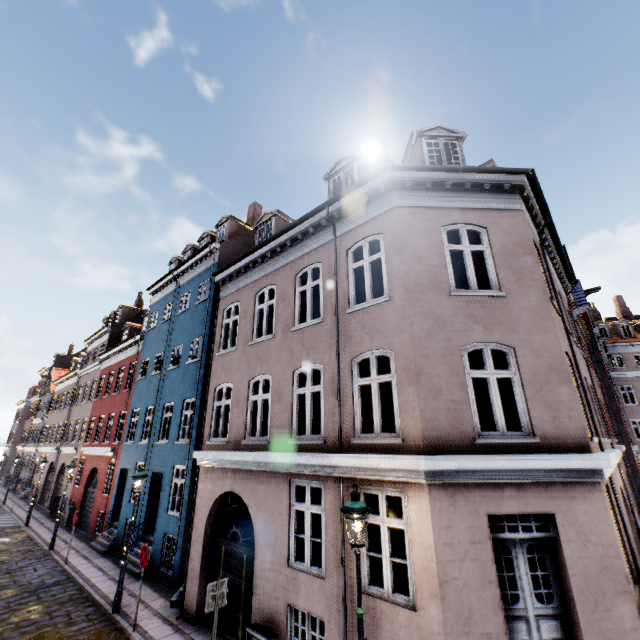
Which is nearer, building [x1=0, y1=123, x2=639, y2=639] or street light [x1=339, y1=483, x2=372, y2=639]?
street light [x1=339, y1=483, x2=372, y2=639]

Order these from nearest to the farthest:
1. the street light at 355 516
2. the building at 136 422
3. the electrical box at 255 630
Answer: the street light at 355 516
the building at 136 422
the electrical box at 255 630

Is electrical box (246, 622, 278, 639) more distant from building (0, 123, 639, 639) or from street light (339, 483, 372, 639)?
street light (339, 483, 372, 639)

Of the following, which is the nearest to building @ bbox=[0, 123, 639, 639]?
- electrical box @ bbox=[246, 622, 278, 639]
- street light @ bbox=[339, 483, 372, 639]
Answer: electrical box @ bbox=[246, 622, 278, 639]

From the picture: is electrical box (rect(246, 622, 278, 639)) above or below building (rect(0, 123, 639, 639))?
below

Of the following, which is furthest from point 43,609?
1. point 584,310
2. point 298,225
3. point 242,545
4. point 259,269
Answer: point 584,310

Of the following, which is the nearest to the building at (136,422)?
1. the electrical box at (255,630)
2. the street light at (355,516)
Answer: the electrical box at (255,630)
